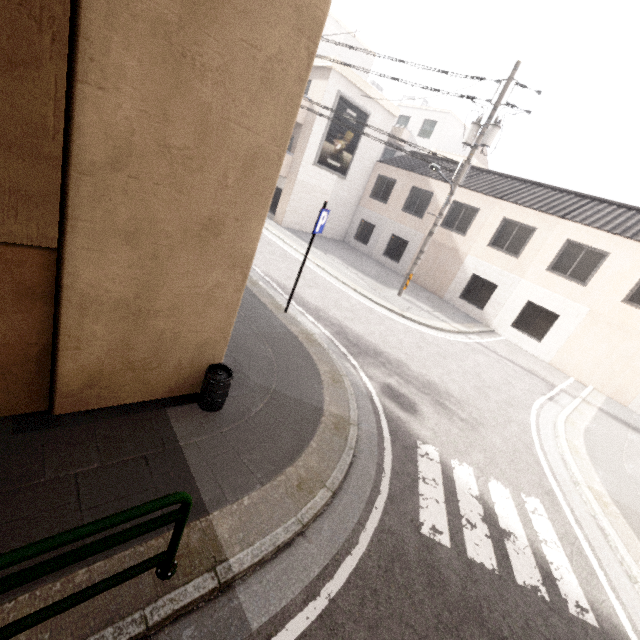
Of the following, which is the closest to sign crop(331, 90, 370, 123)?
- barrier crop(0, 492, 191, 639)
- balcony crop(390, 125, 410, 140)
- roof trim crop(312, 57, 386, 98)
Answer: roof trim crop(312, 57, 386, 98)

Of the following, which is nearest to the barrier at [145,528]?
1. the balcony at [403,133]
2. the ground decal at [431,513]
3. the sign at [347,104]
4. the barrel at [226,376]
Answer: the barrel at [226,376]

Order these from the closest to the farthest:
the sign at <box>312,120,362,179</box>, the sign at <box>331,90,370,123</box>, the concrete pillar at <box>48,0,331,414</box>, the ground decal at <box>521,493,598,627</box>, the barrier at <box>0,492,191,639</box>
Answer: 1. the barrier at <box>0,492,191,639</box>
2. the concrete pillar at <box>48,0,331,414</box>
3. the ground decal at <box>521,493,598,627</box>
4. the sign at <box>331,90,370,123</box>
5. the sign at <box>312,120,362,179</box>

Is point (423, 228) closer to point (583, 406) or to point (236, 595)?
point (583, 406)

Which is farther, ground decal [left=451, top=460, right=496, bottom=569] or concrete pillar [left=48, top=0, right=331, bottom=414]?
ground decal [left=451, top=460, right=496, bottom=569]

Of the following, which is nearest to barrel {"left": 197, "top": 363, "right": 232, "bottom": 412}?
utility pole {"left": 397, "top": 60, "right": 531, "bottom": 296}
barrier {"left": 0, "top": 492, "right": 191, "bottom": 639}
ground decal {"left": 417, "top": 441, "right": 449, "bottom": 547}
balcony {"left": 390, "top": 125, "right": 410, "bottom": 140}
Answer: barrier {"left": 0, "top": 492, "right": 191, "bottom": 639}

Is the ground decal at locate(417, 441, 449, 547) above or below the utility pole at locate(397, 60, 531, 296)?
below

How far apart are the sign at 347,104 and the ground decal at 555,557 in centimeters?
1767cm
